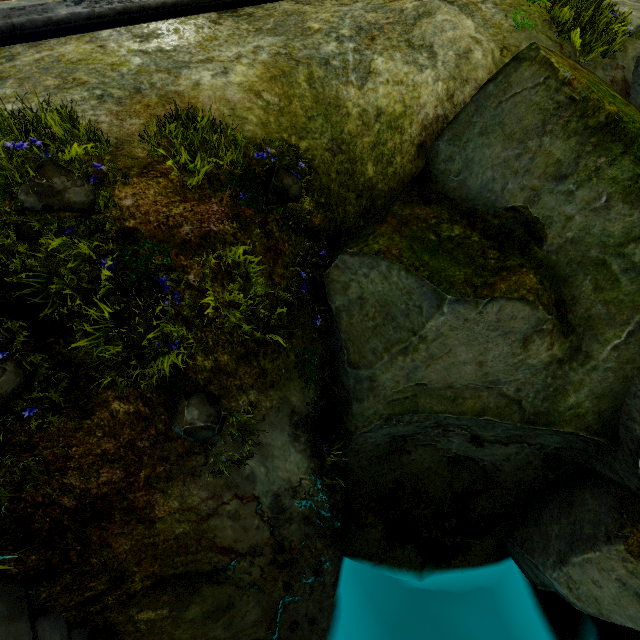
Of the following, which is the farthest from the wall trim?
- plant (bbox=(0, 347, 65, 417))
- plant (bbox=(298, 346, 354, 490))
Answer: plant (bbox=(298, 346, 354, 490))

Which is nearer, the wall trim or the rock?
the rock

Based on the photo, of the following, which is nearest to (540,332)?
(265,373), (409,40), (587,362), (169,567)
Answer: (587,362)

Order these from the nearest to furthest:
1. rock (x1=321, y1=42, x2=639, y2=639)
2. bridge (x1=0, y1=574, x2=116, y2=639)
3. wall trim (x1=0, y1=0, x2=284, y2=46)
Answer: bridge (x1=0, y1=574, x2=116, y2=639)
rock (x1=321, y1=42, x2=639, y2=639)
wall trim (x1=0, y1=0, x2=284, y2=46)

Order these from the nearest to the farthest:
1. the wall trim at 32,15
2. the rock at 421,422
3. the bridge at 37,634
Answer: the bridge at 37,634, the rock at 421,422, the wall trim at 32,15

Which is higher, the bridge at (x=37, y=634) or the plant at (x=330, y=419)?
the bridge at (x=37, y=634)

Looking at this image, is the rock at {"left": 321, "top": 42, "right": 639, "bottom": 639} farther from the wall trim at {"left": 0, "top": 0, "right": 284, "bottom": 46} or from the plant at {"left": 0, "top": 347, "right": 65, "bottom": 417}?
the wall trim at {"left": 0, "top": 0, "right": 284, "bottom": 46}

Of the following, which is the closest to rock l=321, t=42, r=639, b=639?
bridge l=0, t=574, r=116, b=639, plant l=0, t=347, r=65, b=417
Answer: bridge l=0, t=574, r=116, b=639
